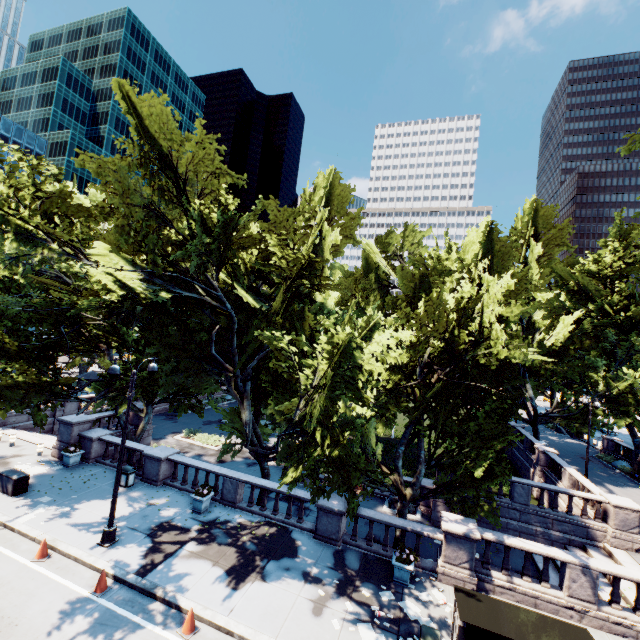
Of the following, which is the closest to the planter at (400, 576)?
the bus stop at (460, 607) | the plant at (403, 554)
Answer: the plant at (403, 554)

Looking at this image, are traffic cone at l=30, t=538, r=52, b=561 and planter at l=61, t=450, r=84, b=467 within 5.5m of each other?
A: no

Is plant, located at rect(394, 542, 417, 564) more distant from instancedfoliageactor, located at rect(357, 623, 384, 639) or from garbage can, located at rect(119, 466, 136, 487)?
garbage can, located at rect(119, 466, 136, 487)

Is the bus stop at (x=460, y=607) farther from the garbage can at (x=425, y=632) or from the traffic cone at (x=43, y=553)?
the traffic cone at (x=43, y=553)

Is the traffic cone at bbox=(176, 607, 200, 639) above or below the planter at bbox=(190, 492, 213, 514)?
below

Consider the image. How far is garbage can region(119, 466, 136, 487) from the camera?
17.28m

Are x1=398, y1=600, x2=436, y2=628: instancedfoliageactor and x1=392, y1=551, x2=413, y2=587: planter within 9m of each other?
yes

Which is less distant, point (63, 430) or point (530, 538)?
point (530, 538)
